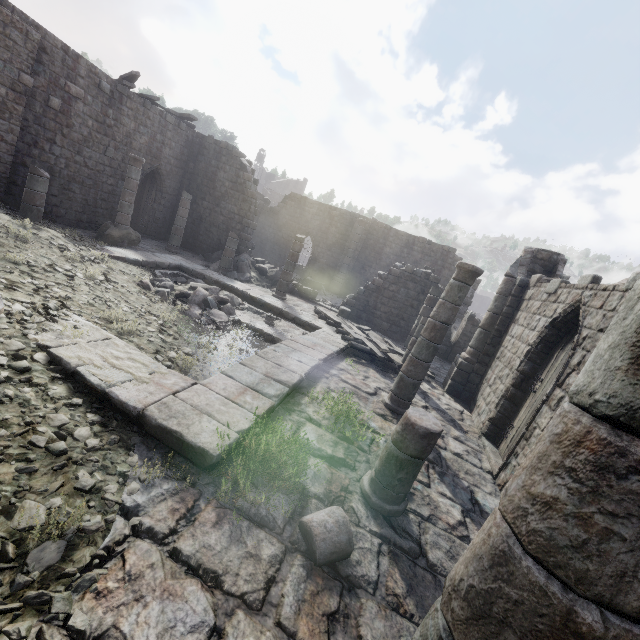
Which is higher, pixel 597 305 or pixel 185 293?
pixel 597 305

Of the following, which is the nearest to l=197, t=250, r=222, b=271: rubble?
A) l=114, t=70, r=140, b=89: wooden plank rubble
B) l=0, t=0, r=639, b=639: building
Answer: l=0, t=0, r=639, b=639: building

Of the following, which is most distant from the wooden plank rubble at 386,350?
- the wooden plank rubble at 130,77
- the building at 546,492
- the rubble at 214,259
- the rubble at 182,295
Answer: the wooden plank rubble at 130,77

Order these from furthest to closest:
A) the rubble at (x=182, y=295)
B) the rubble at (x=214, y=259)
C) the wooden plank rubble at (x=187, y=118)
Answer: the rubble at (x=214, y=259)
the wooden plank rubble at (x=187, y=118)
the rubble at (x=182, y=295)

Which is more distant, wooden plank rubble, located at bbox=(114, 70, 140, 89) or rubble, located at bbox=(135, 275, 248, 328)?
wooden plank rubble, located at bbox=(114, 70, 140, 89)

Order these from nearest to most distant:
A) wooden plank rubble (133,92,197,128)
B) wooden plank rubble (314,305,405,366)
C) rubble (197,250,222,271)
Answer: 1. wooden plank rubble (314,305,405,366)
2. wooden plank rubble (133,92,197,128)
3. rubble (197,250,222,271)

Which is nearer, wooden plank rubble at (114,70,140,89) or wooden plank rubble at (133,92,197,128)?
wooden plank rubble at (114,70,140,89)

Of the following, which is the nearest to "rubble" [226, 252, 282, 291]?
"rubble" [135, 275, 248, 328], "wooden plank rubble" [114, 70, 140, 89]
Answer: "rubble" [135, 275, 248, 328]
